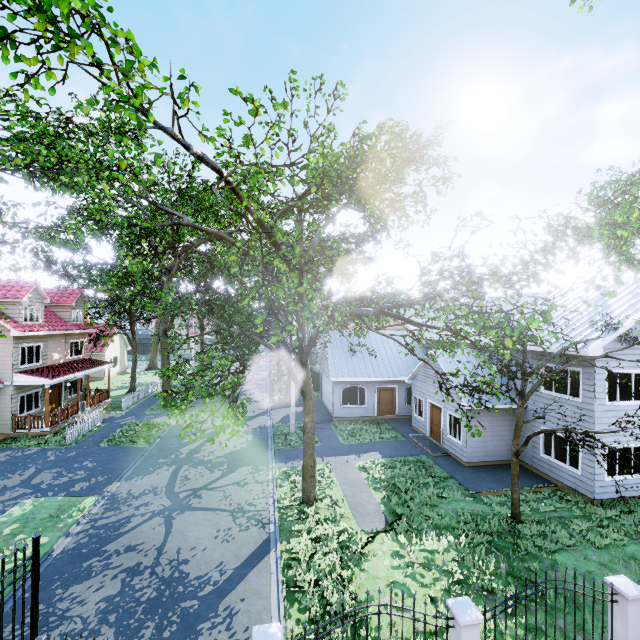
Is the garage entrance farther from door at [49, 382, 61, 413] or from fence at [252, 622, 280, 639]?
door at [49, 382, 61, 413]

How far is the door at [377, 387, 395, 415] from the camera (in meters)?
23.81

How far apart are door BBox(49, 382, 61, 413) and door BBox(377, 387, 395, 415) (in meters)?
22.96

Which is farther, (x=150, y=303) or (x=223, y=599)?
(x=150, y=303)

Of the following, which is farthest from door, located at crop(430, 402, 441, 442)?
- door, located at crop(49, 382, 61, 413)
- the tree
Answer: door, located at crop(49, 382, 61, 413)

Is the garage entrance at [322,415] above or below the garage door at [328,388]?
below

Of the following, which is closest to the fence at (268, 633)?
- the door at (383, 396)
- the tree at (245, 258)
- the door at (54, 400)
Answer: the tree at (245, 258)

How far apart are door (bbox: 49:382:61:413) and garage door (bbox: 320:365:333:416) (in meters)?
19.51
